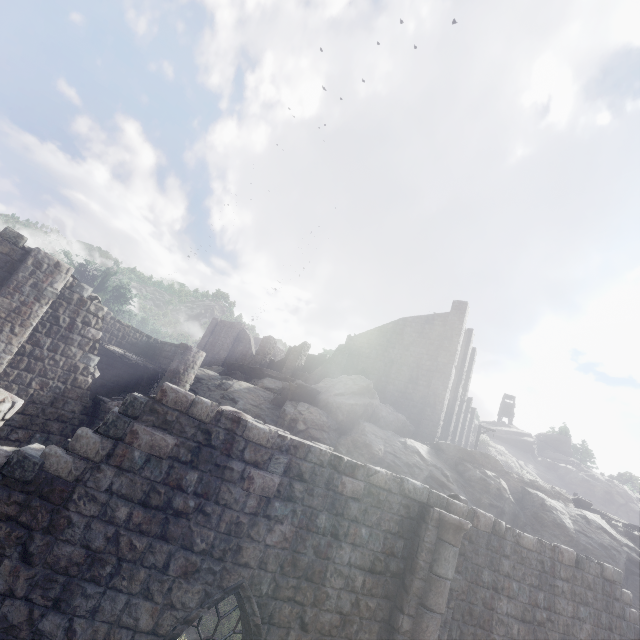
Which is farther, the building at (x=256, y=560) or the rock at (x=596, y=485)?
the rock at (x=596, y=485)

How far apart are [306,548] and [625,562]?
20.6 meters

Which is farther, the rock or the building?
the rock
